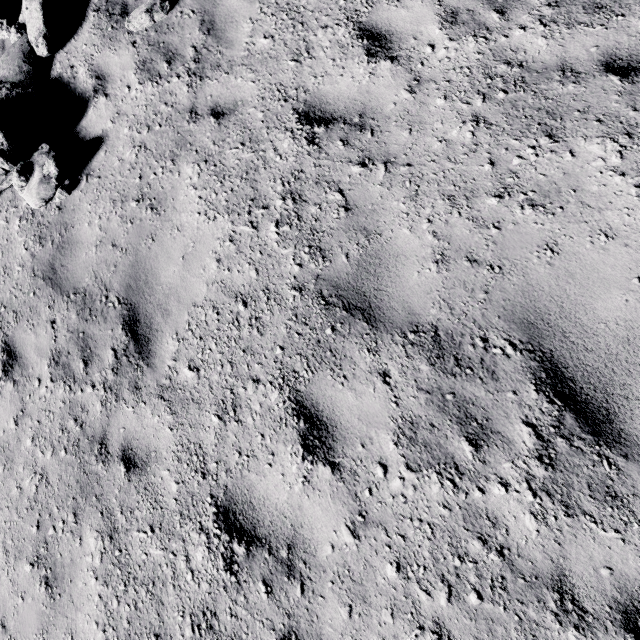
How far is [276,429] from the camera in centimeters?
284cm
